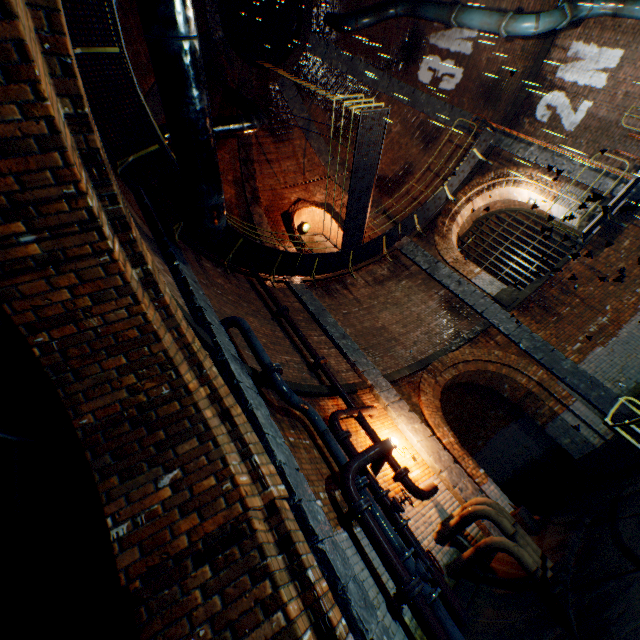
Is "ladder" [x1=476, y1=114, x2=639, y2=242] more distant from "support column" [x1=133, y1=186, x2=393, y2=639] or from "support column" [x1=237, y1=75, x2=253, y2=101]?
"support column" [x1=133, y1=186, x2=393, y2=639]

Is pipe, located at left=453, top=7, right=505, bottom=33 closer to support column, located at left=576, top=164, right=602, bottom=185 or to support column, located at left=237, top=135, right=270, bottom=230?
support column, located at left=576, top=164, right=602, bottom=185

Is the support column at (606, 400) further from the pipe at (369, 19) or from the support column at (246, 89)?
the pipe at (369, 19)

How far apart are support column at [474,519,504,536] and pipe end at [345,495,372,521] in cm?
355

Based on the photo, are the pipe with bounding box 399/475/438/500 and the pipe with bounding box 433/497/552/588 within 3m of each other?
yes

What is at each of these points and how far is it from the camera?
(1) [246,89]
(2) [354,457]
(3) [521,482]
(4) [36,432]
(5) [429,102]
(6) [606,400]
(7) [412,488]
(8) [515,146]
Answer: (1) support column, 13.3m
(2) pipe, 4.8m
(3) building tunnel, 12.1m
(4) building tunnel, 2.7m
(5) support column, 13.8m
(6) support column, 9.0m
(7) pipe, 6.0m
(8) support column, 12.1m

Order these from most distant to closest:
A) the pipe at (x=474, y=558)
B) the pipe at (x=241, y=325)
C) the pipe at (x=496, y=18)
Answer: the pipe at (x=496, y=18), the pipe at (x=241, y=325), the pipe at (x=474, y=558)

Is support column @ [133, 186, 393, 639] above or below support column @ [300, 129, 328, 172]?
below
